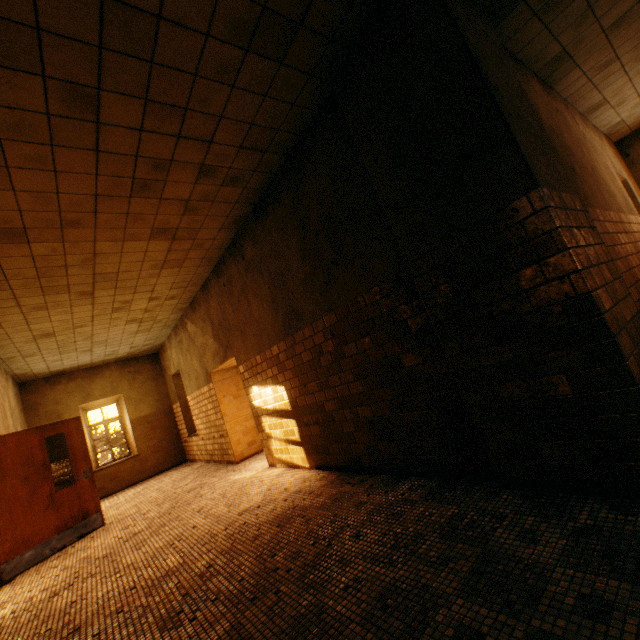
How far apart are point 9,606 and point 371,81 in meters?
7.0
